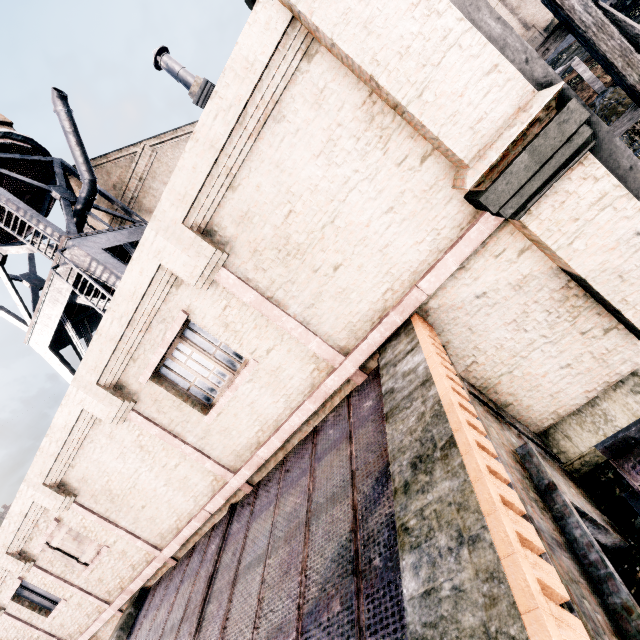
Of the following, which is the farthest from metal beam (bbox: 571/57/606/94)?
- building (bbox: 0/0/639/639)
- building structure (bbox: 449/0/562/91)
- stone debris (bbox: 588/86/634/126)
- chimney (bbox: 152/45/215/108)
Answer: chimney (bbox: 152/45/215/108)

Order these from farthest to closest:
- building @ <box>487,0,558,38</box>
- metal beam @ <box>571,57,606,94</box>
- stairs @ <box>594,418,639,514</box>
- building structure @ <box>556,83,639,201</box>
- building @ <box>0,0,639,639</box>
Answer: building @ <box>487,0,558,38</box> < metal beam @ <box>571,57,606,94</box> < building structure @ <box>556,83,639,201</box> < building @ <box>0,0,639,639</box> < stairs @ <box>594,418,639,514</box>

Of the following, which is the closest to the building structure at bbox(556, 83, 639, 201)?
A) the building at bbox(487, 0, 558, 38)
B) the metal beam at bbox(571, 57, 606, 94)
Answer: the metal beam at bbox(571, 57, 606, 94)

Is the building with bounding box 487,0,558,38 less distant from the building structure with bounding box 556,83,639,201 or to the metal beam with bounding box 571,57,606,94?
the metal beam with bounding box 571,57,606,94

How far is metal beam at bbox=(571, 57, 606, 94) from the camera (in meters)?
15.31

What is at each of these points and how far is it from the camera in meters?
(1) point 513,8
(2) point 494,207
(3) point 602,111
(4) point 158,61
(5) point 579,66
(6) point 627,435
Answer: (1) building, 39.0 m
(2) building, 4.5 m
(3) stone debris, 13.6 m
(4) chimney, 20.7 m
(5) metal beam, 15.3 m
(6) stairs, 2.9 m

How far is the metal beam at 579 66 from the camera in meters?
15.3

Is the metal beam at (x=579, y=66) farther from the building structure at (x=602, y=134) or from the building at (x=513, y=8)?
the building at (x=513, y=8)
